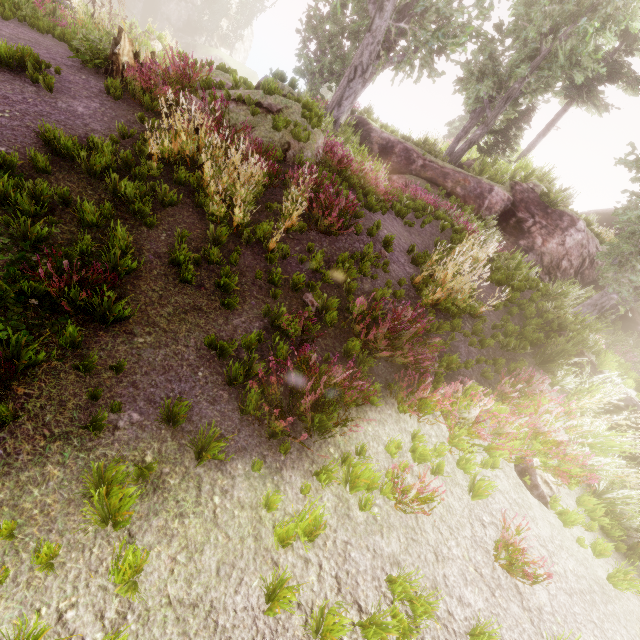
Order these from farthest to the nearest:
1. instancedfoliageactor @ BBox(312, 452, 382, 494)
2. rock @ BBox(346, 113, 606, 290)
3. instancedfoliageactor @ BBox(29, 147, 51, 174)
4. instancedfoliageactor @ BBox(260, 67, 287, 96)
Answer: rock @ BBox(346, 113, 606, 290) → instancedfoliageactor @ BBox(260, 67, 287, 96) → instancedfoliageactor @ BBox(29, 147, 51, 174) → instancedfoliageactor @ BBox(312, 452, 382, 494)

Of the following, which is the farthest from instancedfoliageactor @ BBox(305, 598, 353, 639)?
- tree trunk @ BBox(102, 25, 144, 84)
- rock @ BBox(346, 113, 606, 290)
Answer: tree trunk @ BBox(102, 25, 144, 84)

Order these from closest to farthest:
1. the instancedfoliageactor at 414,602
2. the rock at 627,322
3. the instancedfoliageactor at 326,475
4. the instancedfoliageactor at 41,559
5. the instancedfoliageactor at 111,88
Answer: the instancedfoliageactor at 41,559, the instancedfoliageactor at 414,602, the instancedfoliageactor at 326,475, the instancedfoliageactor at 111,88, the rock at 627,322

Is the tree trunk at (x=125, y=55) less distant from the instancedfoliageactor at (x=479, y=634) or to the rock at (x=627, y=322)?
the rock at (x=627, y=322)

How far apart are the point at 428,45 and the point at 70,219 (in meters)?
17.50

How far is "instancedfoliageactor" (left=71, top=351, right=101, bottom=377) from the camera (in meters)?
3.09

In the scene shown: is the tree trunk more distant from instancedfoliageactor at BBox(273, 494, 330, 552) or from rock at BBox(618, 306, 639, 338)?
instancedfoliageactor at BBox(273, 494, 330, 552)
